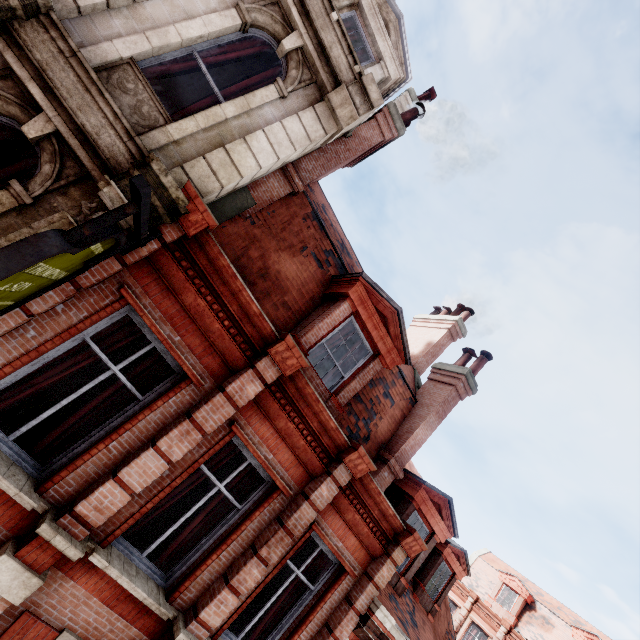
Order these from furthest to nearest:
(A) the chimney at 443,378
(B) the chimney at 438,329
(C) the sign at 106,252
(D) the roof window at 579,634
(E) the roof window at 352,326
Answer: (D) the roof window at 579,634
(B) the chimney at 438,329
(A) the chimney at 443,378
(E) the roof window at 352,326
(C) the sign at 106,252

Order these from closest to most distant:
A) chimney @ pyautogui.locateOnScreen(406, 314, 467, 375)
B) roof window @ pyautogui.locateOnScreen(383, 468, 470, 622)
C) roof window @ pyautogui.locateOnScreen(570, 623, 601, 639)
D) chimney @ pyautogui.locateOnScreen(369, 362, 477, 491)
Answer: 1. chimney @ pyautogui.locateOnScreen(369, 362, 477, 491)
2. roof window @ pyautogui.locateOnScreen(383, 468, 470, 622)
3. chimney @ pyautogui.locateOnScreen(406, 314, 467, 375)
4. roof window @ pyautogui.locateOnScreen(570, 623, 601, 639)

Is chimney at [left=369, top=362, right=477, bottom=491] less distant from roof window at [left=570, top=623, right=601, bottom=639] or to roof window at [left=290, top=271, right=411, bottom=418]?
roof window at [left=290, top=271, right=411, bottom=418]

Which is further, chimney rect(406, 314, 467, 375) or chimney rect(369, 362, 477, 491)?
chimney rect(406, 314, 467, 375)

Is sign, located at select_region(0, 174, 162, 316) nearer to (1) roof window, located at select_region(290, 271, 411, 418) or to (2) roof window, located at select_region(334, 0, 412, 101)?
(1) roof window, located at select_region(290, 271, 411, 418)

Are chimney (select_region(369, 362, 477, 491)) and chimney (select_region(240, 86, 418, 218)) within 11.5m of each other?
yes

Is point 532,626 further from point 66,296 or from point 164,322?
point 66,296

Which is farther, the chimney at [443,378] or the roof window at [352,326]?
the chimney at [443,378]
